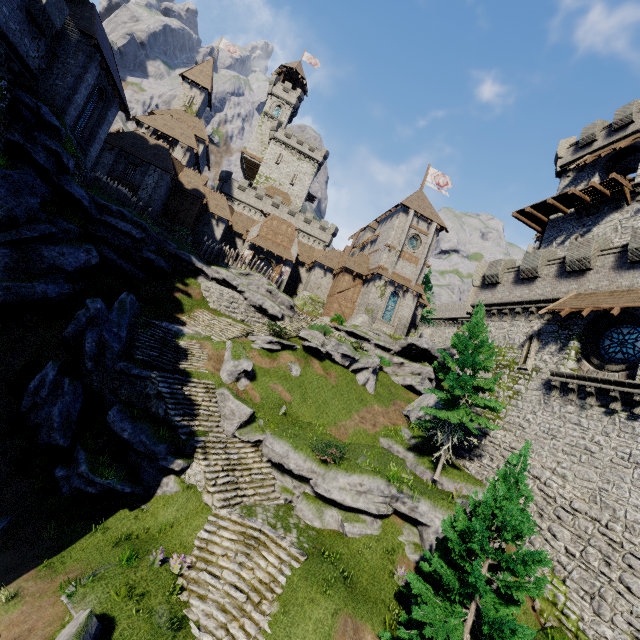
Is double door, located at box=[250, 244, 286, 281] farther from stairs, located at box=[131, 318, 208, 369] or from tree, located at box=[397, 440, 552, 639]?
tree, located at box=[397, 440, 552, 639]

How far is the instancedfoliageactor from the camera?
11.21m

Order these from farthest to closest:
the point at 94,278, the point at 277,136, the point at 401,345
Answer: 1. the point at 277,136
2. the point at 401,345
3. the point at 94,278

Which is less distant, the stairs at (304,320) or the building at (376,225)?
the building at (376,225)

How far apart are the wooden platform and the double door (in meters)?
29.03

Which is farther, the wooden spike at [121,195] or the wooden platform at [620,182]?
the wooden spike at [121,195]

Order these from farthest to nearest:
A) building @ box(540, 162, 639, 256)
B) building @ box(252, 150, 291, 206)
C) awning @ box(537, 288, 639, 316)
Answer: building @ box(252, 150, 291, 206) → building @ box(540, 162, 639, 256) → awning @ box(537, 288, 639, 316)

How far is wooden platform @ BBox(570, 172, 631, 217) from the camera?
22.5 meters
